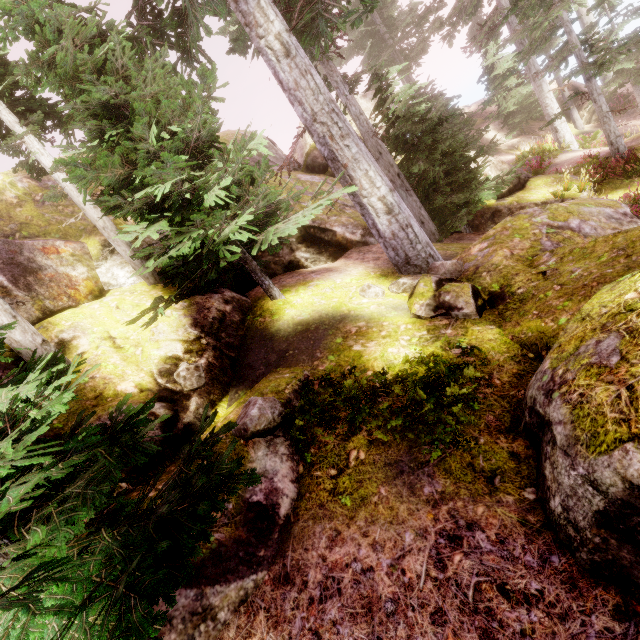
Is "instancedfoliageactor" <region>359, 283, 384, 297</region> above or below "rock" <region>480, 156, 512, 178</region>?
above

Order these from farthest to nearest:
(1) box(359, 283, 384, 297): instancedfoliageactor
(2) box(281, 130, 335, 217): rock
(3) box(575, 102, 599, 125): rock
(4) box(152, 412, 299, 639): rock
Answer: (3) box(575, 102, 599, 125): rock
(2) box(281, 130, 335, 217): rock
(1) box(359, 283, 384, 297): instancedfoliageactor
(4) box(152, 412, 299, 639): rock

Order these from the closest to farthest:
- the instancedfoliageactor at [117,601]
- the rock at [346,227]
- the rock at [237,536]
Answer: the instancedfoliageactor at [117,601] < the rock at [237,536] < the rock at [346,227]

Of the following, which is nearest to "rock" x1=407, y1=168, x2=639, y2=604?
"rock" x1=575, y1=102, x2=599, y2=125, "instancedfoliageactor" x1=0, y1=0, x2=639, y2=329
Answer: "instancedfoliageactor" x1=0, y1=0, x2=639, y2=329

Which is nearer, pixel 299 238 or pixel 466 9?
pixel 299 238

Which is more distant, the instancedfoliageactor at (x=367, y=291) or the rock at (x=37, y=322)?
the instancedfoliageactor at (x=367, y=291)
